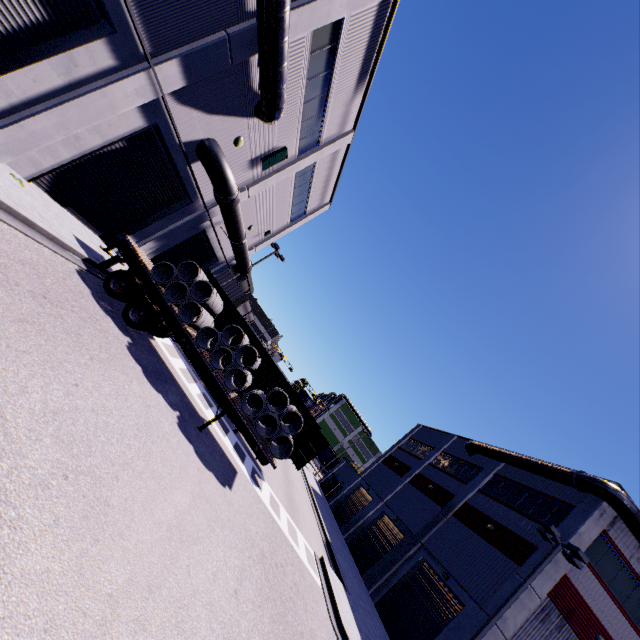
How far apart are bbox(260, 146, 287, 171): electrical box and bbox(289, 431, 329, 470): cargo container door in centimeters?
1366cm

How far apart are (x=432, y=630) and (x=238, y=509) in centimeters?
1614cm

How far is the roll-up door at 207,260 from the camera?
19.0m

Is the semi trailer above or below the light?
below

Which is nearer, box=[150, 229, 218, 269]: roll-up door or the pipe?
the pipe

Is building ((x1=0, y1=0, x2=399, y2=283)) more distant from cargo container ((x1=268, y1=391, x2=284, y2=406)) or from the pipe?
cargo container ((x1=268, y1=391, x2=284, y2=406))

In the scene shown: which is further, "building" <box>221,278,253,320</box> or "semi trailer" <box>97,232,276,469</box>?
"building" <box>221,278,253,320</box>

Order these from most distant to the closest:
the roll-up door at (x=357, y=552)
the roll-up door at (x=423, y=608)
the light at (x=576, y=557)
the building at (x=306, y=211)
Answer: the roll-up door at (x=357, y=552) < the roll-up door at (x=423, y=608) < the light at (x=576, y=557) < the building at (x=306, y=211)
